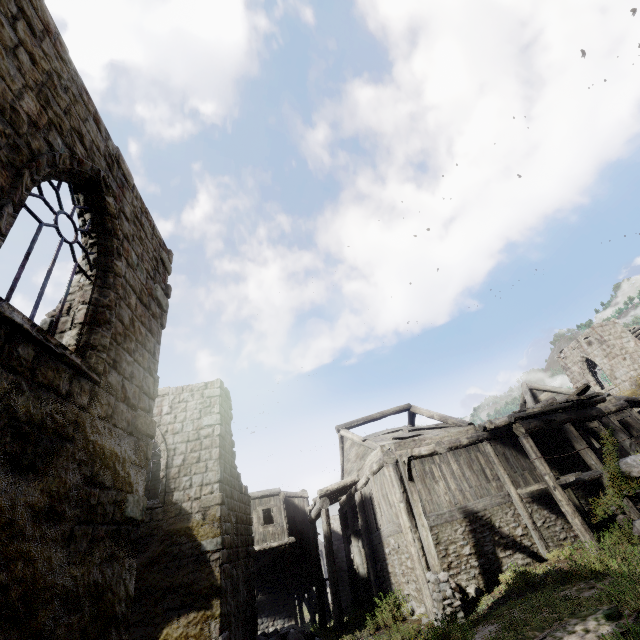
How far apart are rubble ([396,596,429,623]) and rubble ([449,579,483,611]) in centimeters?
58cm

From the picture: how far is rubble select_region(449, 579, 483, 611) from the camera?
10.1m

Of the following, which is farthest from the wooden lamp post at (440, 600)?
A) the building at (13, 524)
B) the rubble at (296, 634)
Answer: the rubble at (296, 634)

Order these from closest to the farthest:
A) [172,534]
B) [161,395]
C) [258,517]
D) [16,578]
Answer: [16,578] < [172,534] < [161,395] < [258,517]

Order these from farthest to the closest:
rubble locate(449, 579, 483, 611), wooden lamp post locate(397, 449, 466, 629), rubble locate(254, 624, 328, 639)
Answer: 1. rubble locate(254, 624, 328, 639)
2. rubble locate(449, 579, 483, 611)
3. wooden lamp post locate(397, 449, 466, 629)

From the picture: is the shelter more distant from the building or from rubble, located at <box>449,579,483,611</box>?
rubble, located at <box>449,579,483,611</box>

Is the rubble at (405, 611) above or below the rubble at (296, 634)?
above

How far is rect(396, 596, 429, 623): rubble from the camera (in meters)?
10.44
